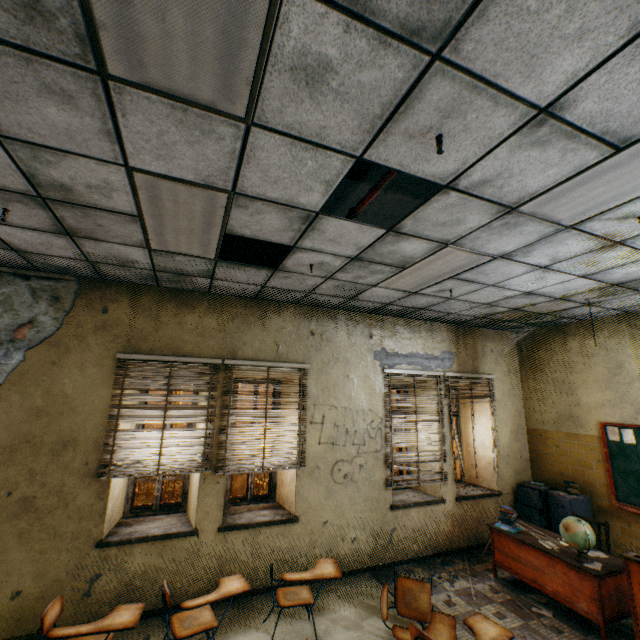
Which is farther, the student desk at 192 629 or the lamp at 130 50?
the student desk at 192 629

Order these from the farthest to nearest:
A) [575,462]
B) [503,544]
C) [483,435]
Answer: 1. [483,435]
2. [575,462]
3. [503,544]

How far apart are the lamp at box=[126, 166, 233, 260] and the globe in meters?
5.2

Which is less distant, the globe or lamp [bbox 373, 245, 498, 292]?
lamp [bbox 373, 245, 498, 292]

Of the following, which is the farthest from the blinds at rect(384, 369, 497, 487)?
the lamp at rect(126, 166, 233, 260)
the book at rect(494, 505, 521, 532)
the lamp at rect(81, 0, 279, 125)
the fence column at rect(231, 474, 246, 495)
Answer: the fence column at rect(231, 474, 246, 495)

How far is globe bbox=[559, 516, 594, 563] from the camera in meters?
3.8

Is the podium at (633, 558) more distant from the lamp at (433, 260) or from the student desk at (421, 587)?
the lamp at (433, 260)

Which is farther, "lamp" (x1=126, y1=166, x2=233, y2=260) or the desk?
the desk
